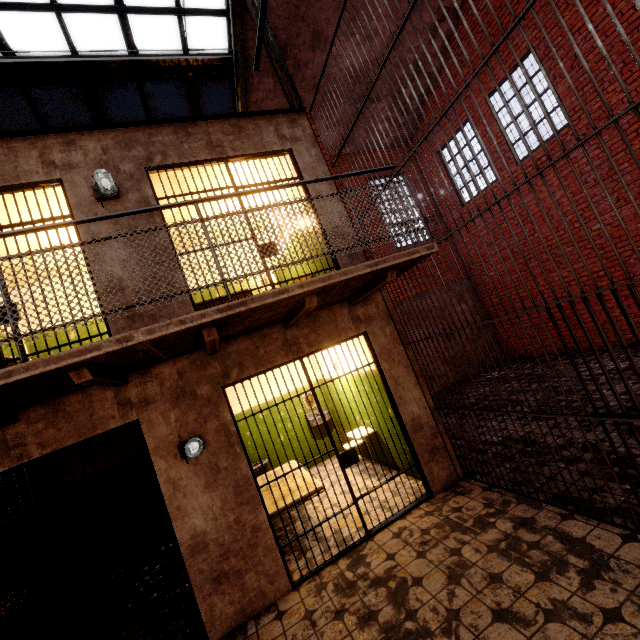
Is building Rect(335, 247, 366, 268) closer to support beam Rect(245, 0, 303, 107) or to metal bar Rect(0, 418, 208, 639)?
support beam Rect(245, 0, 303, 107)

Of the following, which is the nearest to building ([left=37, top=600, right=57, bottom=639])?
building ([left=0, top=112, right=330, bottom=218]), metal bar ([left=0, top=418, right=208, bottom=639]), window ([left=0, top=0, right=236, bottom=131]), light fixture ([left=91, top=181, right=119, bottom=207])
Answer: metal bar ([left=0, top=418, right=208, bottom=639])

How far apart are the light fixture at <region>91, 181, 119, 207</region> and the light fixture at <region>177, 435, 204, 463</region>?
2.9 meters

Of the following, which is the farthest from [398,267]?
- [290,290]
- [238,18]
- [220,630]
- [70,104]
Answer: [70,104]

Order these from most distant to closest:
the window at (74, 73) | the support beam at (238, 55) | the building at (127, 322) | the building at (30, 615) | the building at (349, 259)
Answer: the support beam at (238, 55), the window at (74, 73), the building at (349, 259), the building at (30, 615), the building at (127, 322)

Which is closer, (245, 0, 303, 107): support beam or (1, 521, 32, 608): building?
(1, 521, 32, 608): building

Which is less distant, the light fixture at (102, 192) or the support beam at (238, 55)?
the light fixture at (102, 192)

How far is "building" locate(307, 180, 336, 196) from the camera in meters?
4.8 m
